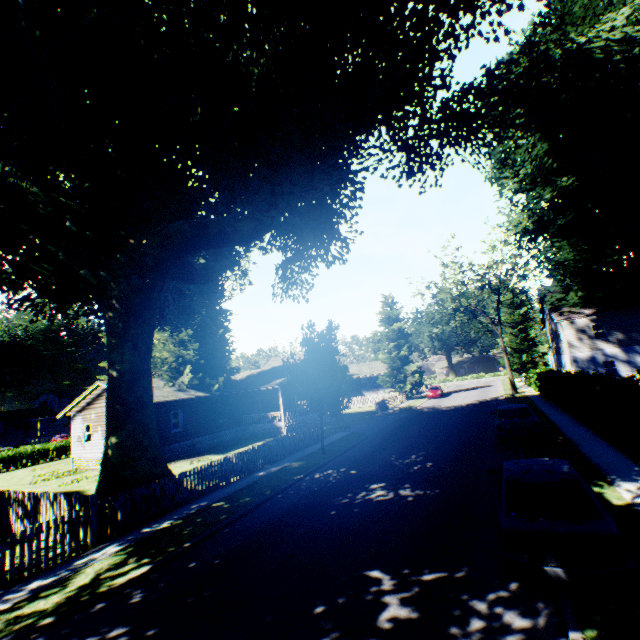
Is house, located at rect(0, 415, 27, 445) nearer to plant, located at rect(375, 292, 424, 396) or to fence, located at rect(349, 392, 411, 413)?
plant, located at rect(375, 292, 424, 396)

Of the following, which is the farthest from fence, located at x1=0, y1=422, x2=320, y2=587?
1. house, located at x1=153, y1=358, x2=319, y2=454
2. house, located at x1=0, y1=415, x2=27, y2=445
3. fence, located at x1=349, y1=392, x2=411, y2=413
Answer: house, located at x1=0, y1=415, x2=27, y2=445

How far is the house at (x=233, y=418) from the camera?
24.92m

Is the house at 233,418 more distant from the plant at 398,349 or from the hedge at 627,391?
the hedge at 627,391

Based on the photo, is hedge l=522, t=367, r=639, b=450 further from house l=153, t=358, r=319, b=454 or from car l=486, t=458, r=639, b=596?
house l=153, t=358, r=319, b=454

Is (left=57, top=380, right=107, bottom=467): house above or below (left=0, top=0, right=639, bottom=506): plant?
below

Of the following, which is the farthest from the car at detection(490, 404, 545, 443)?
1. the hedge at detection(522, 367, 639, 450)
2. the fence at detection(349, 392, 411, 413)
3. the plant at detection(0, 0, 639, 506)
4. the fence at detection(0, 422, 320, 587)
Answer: the fence at detection(349, 392, 411, 413)

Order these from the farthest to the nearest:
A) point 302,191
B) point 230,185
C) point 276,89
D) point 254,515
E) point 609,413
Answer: point 302,191
point 609,413
point 230,185
point 276,89
point 254,515
